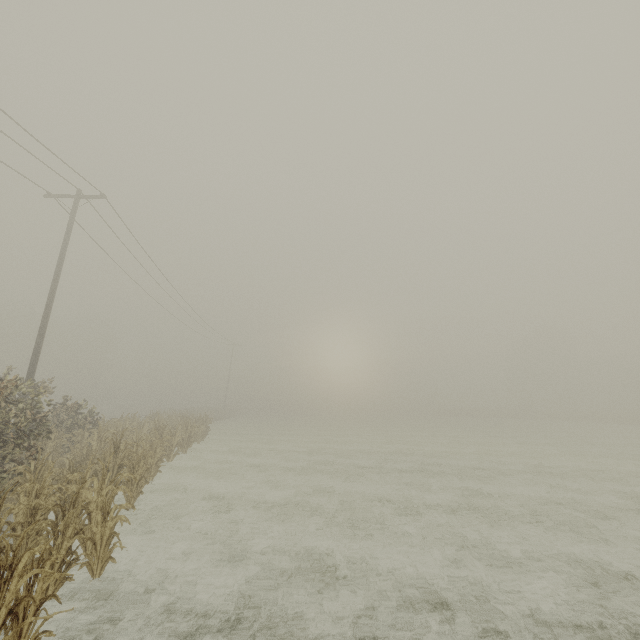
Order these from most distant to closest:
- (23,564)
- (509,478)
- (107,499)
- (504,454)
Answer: (504,454), (509,478), (107,499), (23,564)
